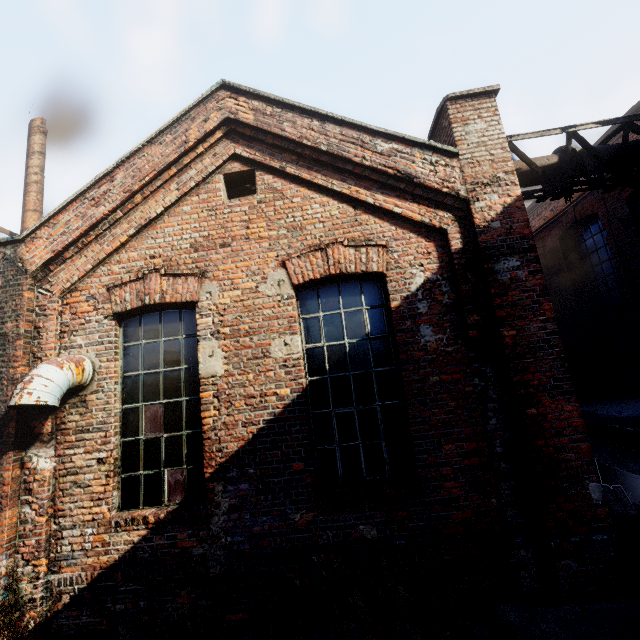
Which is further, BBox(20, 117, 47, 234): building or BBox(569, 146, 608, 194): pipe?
BBox(20, 117, 47, 234): building

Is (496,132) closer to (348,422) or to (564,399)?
(564,399)

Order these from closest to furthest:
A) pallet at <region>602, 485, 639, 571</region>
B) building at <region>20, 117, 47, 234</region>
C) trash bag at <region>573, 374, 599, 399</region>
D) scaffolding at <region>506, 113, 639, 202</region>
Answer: pallet at <region>602, 485, 639, 571</region>, scaffolding at <region>506, 113, 639, 202</region>, building at <region>20, 117, 47, 234</region>, trash bag at <region>573, 374, 599, 399</region>

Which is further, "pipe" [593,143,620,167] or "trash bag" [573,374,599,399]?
"trash bag" [573,374,599,399]

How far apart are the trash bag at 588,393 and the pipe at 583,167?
7.1m

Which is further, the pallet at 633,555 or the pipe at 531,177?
the pipe at 531,177

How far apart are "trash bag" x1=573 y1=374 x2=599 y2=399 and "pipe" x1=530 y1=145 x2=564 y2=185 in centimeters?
706cm

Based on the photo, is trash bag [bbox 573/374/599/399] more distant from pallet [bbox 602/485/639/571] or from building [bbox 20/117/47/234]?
building [bbox 20/117/47/234]
